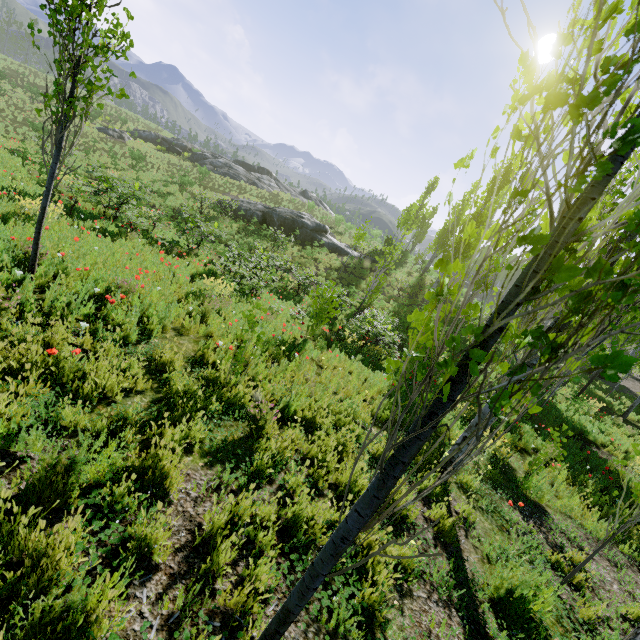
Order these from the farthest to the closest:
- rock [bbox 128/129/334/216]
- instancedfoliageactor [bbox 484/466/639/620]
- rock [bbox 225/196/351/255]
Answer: rock [bbox 128/129/334/216] → rock [bbox 225/196/351/255] → instancedfoliageactor [bbox 484/466/639/620]

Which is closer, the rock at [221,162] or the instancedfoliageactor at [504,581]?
the instancedfoliageactor at [504,581]

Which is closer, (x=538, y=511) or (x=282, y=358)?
(x=538, y=511)

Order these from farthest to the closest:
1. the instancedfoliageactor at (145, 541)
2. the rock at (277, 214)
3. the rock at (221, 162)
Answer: the rock at (221, 162) → the rock at (277, 214) → the instancedfoliageactor at (145, 541)

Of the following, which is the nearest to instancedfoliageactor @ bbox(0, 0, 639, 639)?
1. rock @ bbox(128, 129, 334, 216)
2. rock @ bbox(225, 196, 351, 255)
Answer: rock @ bbox(225, 196, 351, 255)

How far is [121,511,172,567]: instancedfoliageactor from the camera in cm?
212
